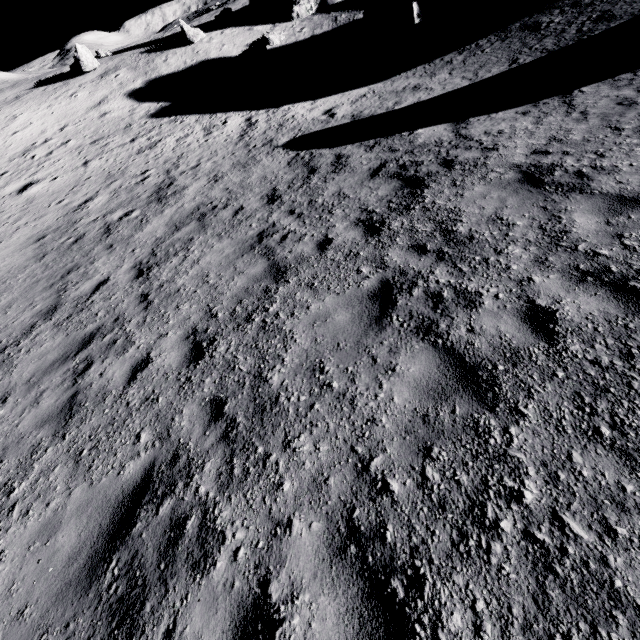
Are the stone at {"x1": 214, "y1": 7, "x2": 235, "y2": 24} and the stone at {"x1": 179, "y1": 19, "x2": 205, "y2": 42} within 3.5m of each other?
yes

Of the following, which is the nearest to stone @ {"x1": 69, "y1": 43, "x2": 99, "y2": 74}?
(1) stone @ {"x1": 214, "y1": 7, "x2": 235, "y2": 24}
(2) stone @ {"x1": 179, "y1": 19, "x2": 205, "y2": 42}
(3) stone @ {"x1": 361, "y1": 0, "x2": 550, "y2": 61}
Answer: (2) stone @ {"x1": 179, "y1": 19, "x2": 205, "y2": 42}

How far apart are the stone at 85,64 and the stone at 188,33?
7.3 meters

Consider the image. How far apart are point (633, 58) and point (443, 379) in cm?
1268

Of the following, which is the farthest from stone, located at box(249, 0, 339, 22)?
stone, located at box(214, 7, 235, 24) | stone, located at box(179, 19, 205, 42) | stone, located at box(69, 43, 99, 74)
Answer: stone, located at box(69, 43, 99, 74)

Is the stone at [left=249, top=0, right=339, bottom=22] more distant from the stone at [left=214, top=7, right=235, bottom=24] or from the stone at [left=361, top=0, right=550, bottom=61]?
the stone at [left=361, top=0, right=550, bottom=61]

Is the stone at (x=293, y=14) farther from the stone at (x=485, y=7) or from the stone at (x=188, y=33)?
the stone at (x=485, y=7)

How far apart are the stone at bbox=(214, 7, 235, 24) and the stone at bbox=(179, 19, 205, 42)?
3.0 meters
